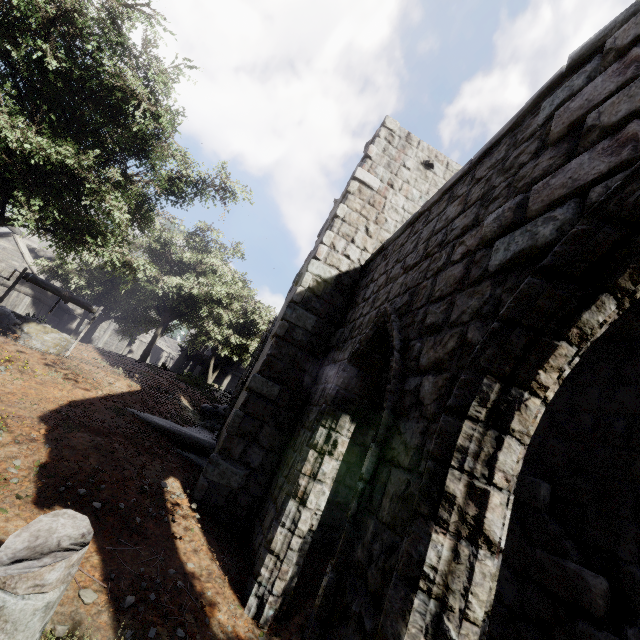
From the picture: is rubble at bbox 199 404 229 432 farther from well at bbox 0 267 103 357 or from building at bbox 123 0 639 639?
well at bbox 0 267 103 357

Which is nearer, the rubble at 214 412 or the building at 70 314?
the rubble at 214 412

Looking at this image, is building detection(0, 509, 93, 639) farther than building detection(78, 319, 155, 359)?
No

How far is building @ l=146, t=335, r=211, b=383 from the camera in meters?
29.3

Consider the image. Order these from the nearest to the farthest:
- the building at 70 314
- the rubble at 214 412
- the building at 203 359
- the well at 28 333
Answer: the well at 28 333 < the rubble at 214 412 < the building at 70 314 < the building at 203 359

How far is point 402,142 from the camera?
8.9m

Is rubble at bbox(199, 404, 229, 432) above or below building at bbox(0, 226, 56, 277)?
below
